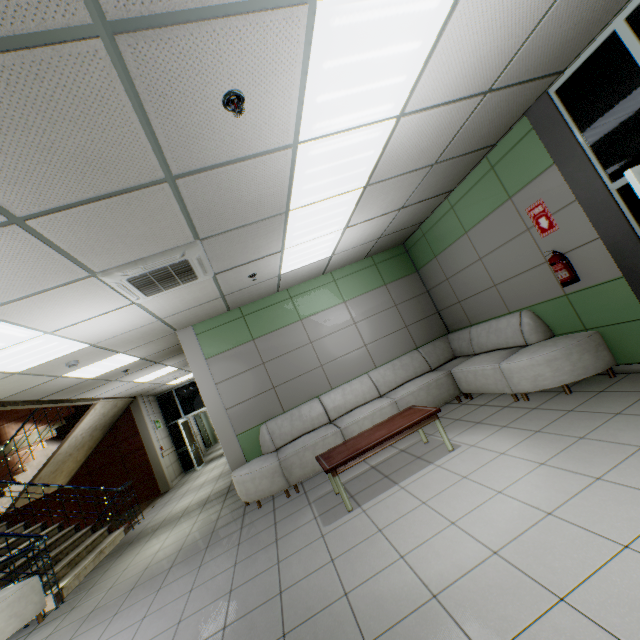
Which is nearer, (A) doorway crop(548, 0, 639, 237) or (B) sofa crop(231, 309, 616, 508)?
(A) doorway crop(548, 0, 639, 237)

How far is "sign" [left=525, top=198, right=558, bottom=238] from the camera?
4.0m

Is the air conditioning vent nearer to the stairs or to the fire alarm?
the fire alarm

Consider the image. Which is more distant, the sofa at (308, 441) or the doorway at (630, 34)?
the sofa at (308, 441)

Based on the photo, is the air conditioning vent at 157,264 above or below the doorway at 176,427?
above

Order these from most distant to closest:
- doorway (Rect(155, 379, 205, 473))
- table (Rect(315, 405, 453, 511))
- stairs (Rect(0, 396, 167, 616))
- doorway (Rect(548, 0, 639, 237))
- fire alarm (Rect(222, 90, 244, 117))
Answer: doorway (Rect(155, 379, 205, 473)) < stairs (Rect(0, 396, 167, 616)) < table (Rect(315, 405, 453, 511)) < doorway (Rect(548, 0, 639, 237)) < fire alarm (Rect(222, 90, 244, 117))

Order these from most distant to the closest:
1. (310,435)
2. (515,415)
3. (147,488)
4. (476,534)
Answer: (147,488), (310,435), (515,415), (476,534)

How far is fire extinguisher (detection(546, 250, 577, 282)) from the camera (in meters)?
3.91
